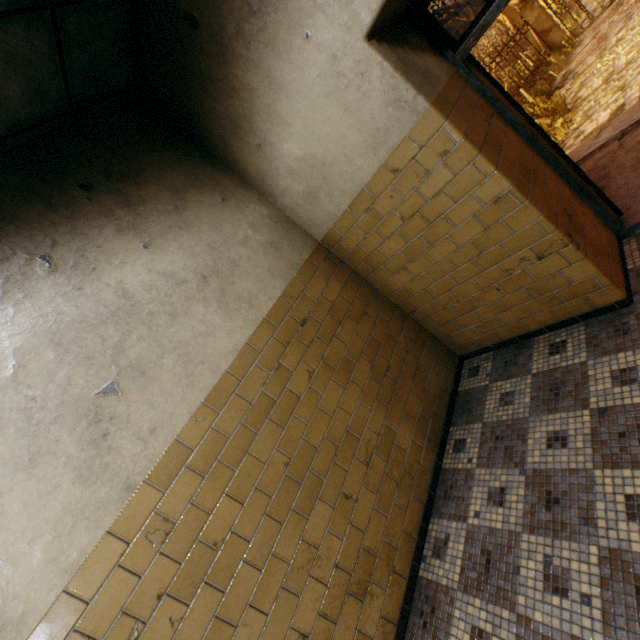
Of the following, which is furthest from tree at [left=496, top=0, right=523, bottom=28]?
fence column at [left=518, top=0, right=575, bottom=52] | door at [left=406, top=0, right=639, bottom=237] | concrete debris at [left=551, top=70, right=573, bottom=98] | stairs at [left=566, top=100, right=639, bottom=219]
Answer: door at [left=406, top=0, right=639, bottom=237]

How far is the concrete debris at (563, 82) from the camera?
10.46m

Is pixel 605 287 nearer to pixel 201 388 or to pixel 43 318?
pixel 201 388

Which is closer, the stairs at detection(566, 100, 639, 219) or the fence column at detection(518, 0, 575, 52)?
the stairs at detection(566, 100, 639, 219)

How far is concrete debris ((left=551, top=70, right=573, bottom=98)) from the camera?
10.46m

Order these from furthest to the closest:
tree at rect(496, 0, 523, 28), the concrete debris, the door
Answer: tree at rect(496, 0, 523, 28), the concrete debris, the door

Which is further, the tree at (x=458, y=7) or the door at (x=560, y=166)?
the tree at (x=458, y=7)

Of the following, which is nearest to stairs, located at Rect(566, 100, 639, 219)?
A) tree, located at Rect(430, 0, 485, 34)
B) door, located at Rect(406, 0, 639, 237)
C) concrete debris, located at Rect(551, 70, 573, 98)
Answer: door, located at Rect(406, 0, 639, 237)
